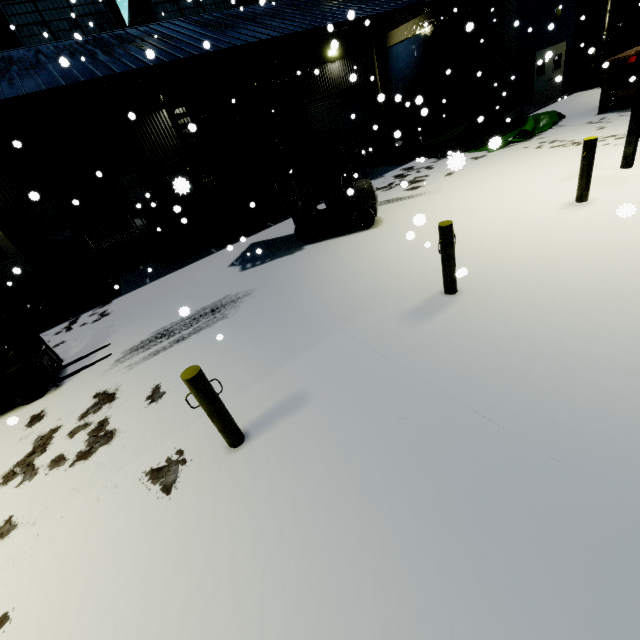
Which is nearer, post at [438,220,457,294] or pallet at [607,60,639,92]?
post at [438,220,457,294]

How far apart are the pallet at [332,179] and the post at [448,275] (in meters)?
9.78

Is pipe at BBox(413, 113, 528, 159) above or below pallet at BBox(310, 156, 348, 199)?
below

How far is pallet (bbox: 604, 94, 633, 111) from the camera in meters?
12.0

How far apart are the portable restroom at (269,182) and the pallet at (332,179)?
0.72m

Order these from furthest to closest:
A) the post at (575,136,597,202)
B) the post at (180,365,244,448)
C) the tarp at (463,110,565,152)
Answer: the tarp at (463,110,565,152)
the post at (575,136,597,202)
the post at (180,365,244,448)

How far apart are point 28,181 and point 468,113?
20.6m

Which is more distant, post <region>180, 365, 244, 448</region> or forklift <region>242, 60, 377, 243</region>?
forklift <region>242, 60, 377, 243</region>
